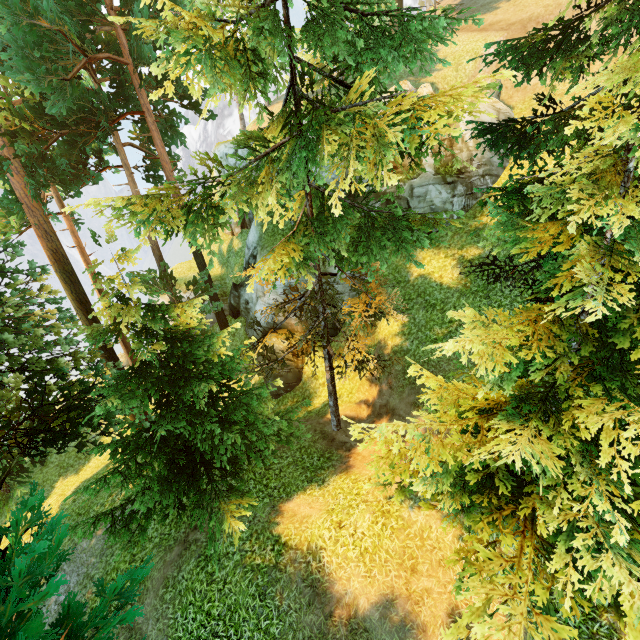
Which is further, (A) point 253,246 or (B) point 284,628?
(A) point 253,246
